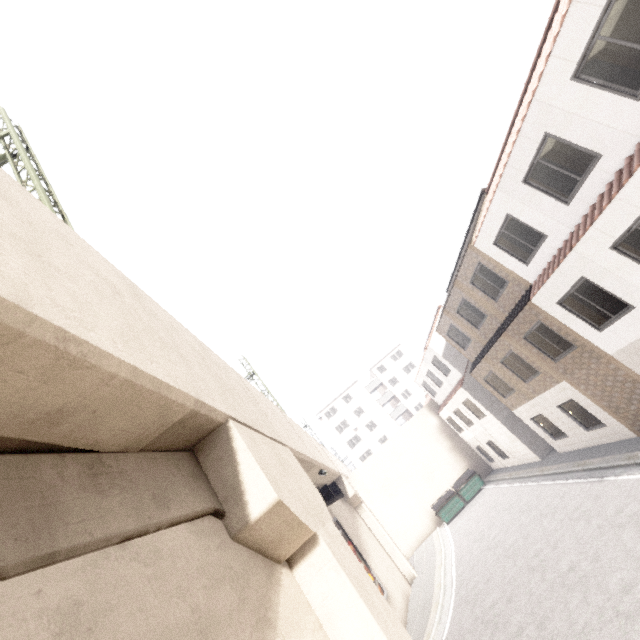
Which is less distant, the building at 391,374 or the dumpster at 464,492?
the dumpster at 464,492

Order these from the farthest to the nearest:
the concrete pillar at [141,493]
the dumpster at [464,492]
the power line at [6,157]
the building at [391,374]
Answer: the building at [391,374], the dumpster at [464,492], the power line at [6,157], the concrete pillar at [141,493]

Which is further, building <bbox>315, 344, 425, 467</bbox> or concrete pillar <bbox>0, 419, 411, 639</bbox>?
building <bbox>315, 344, 425, 467</bbox>

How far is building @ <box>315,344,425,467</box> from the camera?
51.8 meters

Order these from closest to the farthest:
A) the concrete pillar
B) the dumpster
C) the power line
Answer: the concrete pillar < the power line < the dumpster

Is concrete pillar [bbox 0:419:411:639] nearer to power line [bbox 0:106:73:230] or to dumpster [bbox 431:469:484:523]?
power line [bbox 0:106:73:230]

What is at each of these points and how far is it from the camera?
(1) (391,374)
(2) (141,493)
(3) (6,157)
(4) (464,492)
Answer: (1) building, 56.3m
(2) concrete pillar, 3.5m
(3) power line, 8.7m
(4) dumpster, 24.5m

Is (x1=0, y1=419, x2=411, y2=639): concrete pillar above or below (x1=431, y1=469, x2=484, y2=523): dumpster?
above
